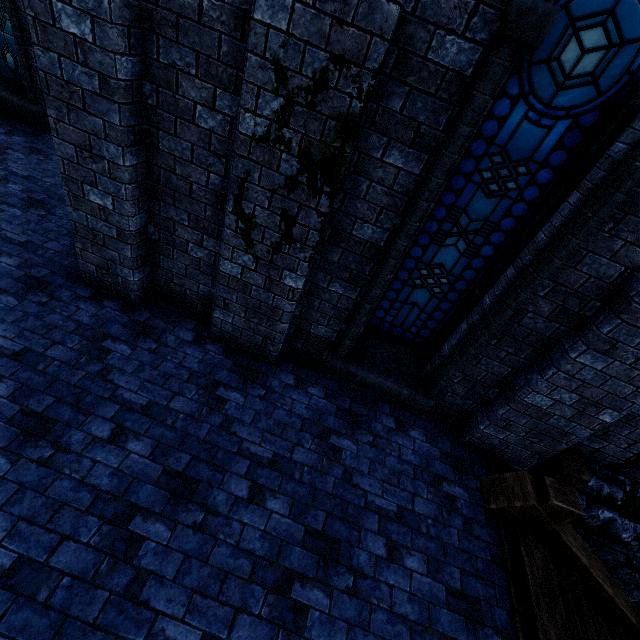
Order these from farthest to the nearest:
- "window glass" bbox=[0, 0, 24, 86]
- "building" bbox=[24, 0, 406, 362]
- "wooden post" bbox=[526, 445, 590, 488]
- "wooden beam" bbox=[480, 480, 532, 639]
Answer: "window glass" bbox=[0, 0, 24, 86] → "wooden post" bbox=[526, 445, 590, 488] → "wooden beam" bbox=[480, 480, 532, 639] → "building" bbox=[24, 0, 406, 362]

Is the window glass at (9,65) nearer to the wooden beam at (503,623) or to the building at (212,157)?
the building at (212,157)

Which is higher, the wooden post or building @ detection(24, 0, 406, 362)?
building @ detection(24, 0, 406, 362)

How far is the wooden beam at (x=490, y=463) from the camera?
4.3m

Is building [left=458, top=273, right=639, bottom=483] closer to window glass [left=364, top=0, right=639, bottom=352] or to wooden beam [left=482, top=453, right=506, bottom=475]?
wooden beam [left=482, top=453, right=506, bottom=475]

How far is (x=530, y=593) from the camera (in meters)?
3.14

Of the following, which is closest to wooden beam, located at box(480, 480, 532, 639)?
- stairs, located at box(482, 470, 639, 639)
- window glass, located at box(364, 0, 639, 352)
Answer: stairs, located at box(482, 470, 639, 639)
